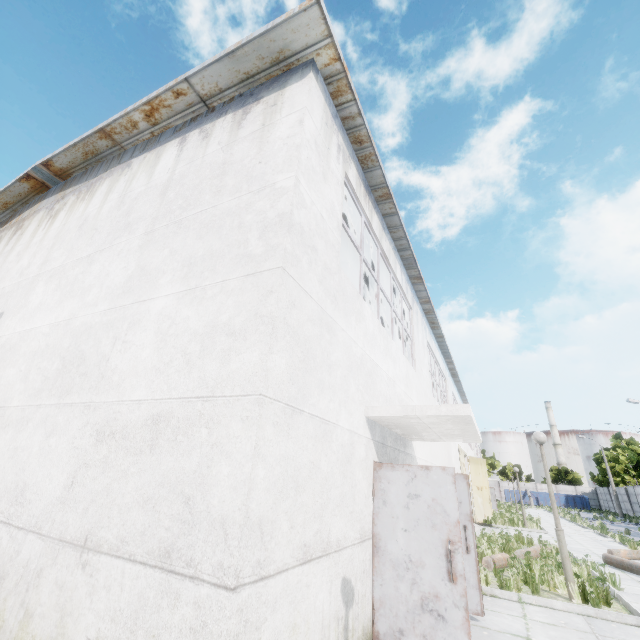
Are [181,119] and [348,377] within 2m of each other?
no

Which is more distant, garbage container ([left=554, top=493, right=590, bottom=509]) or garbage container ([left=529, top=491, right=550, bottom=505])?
garbage container ([left=529, top=491, right=550, bottom=505])

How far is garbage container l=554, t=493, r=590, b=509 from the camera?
50.72m

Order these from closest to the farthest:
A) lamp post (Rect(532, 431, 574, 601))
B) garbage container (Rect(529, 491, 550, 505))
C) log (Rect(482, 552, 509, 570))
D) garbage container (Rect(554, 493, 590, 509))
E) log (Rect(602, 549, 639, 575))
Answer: lamp post (Rect(532, 431, 574, 601)) < log (Rect(482, 552, 509, 570)) < log (Rect(602, 549, 639, 575)) < garbage container (Rect(554, 493, 590, 509)) < garbage container (Rect(529, 491, 550, 505))

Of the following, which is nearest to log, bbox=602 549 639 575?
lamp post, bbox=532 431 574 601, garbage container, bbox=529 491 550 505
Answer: lamp post, bbox=532 431 574 601

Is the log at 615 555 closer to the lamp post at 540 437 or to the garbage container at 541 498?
the lamp post at 540 437

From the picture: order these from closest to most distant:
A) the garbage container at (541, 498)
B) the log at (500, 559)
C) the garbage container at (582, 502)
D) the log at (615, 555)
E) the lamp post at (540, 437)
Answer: the lamp post at (540, 437)
the log at (500, 559)
the log at (615, 555)
the garbage container at (582, 502)
the garbage container at (541, 498)

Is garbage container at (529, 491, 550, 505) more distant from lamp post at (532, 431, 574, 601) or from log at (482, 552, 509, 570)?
lamp post at (532, 431, 574, 601)
